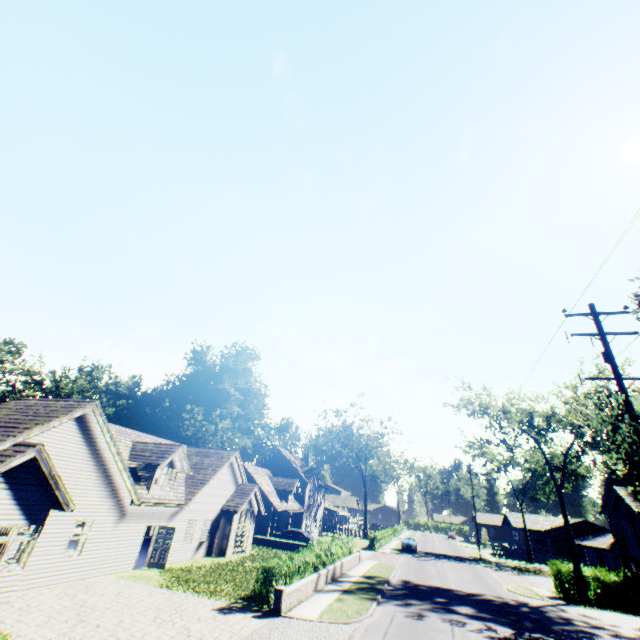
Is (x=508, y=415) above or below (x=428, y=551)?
above

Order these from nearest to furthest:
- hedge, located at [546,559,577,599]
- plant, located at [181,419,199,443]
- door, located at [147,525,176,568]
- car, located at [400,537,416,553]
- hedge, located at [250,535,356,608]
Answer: hedge, located at [250,535,356,608], door, located at [147,525,176,568], hedge, located at [546,559,577,599], car, located at [400,537,416,553], plant, located at [181,419,199,443]

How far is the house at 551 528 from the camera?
51.59m

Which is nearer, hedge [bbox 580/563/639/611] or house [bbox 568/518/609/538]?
hedge [bbox 580/563/639/611]

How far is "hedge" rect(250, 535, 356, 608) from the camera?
15.0m

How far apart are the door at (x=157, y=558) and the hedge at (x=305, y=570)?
7.5 meters

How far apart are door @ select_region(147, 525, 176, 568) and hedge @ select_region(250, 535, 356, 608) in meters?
7.5 m

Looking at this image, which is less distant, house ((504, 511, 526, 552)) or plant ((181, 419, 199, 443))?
house ((504, 511, 526, 552))
